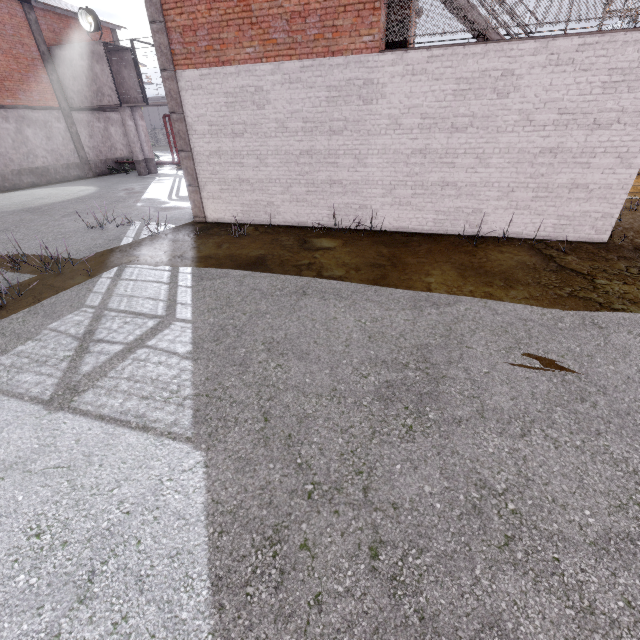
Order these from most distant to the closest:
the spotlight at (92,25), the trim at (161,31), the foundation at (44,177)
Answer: the foundation at (44,177) < the spotlight at (92,25) < the trim at (161,31)

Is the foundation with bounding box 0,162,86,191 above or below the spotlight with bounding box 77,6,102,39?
below

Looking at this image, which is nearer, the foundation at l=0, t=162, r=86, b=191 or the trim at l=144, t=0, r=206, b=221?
the trim at l=144, t=0, r=206, b=221

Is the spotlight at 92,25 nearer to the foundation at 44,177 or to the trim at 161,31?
the foundation at 44,177

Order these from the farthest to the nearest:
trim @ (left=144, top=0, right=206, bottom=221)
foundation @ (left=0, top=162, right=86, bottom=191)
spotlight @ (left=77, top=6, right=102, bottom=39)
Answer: A: foundation @ (left=0, top=162, right=86, bottom=191), spotlight @ (left=77, top=6, right=102, bottom=39), trim @ (left=144, top=0, right=206, bottom=221)

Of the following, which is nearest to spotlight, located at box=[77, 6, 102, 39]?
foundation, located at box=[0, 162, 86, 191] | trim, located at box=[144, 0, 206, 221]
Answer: foundation, located at box=[0, 162, 86, 191]

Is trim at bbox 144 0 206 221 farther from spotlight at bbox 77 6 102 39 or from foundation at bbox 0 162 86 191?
foundation at bbox 0 162 86 191

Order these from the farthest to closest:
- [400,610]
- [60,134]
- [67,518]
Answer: [60,134], [67,518], [400,610]
